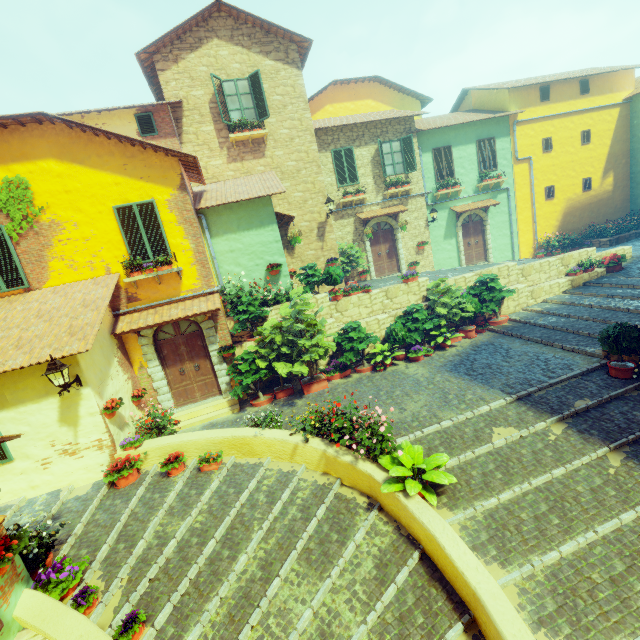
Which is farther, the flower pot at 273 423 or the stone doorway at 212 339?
the stone doorway at 212 339

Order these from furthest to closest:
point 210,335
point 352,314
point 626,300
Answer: point 352,314 < point 626,300 < point 210,335

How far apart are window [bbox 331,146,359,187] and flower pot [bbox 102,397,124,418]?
12.4 meters

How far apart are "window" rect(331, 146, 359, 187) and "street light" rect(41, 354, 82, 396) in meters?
12.6 m

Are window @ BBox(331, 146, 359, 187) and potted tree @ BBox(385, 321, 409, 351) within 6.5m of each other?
no

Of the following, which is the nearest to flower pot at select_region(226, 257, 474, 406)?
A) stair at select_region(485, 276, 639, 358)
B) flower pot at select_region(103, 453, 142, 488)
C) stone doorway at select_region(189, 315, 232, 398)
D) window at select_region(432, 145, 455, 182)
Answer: stone doorway at select_region(189, 315, 232, 398)

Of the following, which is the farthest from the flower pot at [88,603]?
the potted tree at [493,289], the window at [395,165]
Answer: the window at [395,165]

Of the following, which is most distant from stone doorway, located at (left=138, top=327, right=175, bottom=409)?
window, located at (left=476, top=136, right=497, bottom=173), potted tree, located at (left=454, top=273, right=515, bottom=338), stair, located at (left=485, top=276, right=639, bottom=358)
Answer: window, located at (left=476, top=136, right=497, bottom=173)
